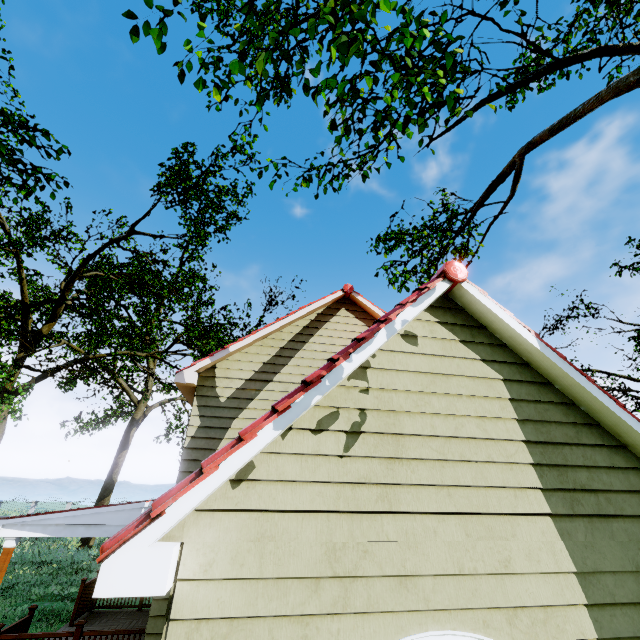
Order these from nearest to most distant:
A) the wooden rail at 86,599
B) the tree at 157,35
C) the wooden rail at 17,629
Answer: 1. the tree at 157,35
2. the wooden rail at 17,629
3. the wooden rail at 86,599

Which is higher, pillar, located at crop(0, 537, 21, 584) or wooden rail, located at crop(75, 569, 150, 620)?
pillar, located at crop(0, 537, 21, 584)

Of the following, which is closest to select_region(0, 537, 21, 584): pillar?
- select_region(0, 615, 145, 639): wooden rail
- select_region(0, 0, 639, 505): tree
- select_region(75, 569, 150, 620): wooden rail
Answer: select_region(0, 615, 145, 639): wooden rail

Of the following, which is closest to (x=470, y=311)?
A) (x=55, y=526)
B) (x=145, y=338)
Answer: (x=55, y=526)

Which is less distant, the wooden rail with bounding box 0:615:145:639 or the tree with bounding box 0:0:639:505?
the tree with bounding box 0:0:639:505

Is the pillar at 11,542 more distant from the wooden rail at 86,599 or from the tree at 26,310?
the tree at 26,310

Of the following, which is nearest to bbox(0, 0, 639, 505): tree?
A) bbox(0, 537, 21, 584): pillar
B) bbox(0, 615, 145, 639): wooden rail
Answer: bbox(0, 537, 21, 584): pillar
